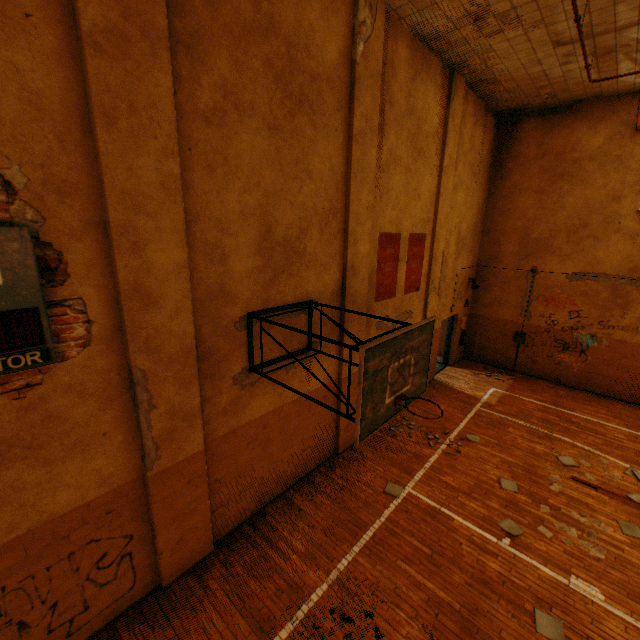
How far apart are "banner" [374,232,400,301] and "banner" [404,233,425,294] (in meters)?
0.34

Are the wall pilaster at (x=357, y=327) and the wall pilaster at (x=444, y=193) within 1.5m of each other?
no

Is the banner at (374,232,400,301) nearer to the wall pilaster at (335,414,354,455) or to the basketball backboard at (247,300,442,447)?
the wall pilaster at (335,414,354,455)

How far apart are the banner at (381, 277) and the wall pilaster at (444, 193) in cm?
172

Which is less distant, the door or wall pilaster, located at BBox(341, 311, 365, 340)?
wall pilaster, located at BBox(341, 311, 365, 340)

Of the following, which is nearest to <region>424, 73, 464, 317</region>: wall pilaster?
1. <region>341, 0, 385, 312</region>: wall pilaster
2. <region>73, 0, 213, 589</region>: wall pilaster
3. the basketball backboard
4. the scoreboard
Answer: <region>341, 0, 385, 312</region>: wall pilaster

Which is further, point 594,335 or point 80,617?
point 594,335

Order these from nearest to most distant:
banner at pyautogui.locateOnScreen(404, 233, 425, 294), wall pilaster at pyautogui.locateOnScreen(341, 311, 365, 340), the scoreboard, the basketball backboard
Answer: the scoreboard, the basketball backboard, wall pilaster at pyautogui.locateOnScreen(341, 311, 365, 340), banner at pyautogui.locateOnScreen(404, 233, 425, 294)
